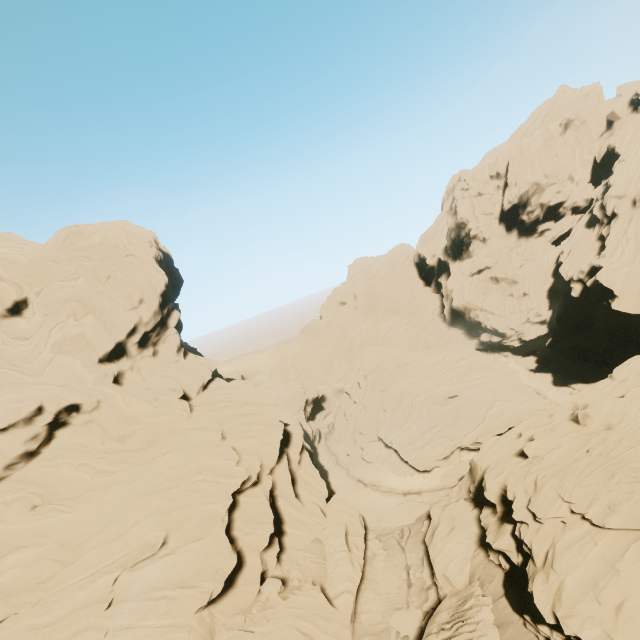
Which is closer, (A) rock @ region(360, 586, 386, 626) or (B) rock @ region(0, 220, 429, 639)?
(B) rock @ region(0, 220, 429, 639)

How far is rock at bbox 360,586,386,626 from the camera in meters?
25.2

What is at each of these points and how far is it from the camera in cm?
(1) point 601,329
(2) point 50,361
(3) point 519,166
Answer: (1) rock, 4769
(2) rock, 2820
(3) rock, 5803

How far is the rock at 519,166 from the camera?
57.9 meters
